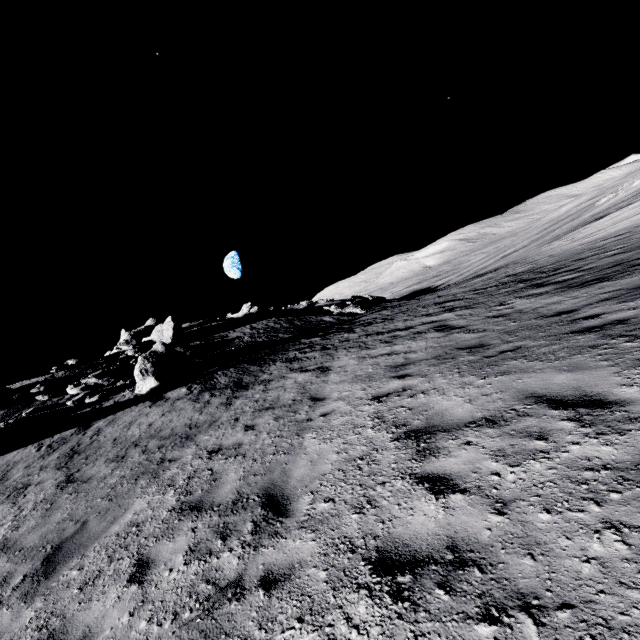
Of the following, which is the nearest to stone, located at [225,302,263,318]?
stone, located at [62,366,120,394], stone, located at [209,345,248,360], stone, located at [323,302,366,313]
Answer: stone, located at [323,302,366,313]

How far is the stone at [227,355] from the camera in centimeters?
1973cm

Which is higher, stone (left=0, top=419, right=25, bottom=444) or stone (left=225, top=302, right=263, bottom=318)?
stone (left=225, top=302, right=263, bottom=318)

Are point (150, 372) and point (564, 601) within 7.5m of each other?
no

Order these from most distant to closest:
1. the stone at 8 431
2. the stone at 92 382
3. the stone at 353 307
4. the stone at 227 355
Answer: the stone at 353 307 < the stone at 227 355 < the stone at 92 382 < the stone at 8 431

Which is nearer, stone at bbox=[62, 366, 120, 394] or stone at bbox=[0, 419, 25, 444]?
stone at bbox=[0, 419, 25, 444]

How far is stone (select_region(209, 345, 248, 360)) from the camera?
19.7 meters

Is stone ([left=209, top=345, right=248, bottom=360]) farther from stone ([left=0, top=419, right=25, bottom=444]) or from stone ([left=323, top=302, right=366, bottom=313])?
stone ([left=323, top=302, right=366, bottom=313])
